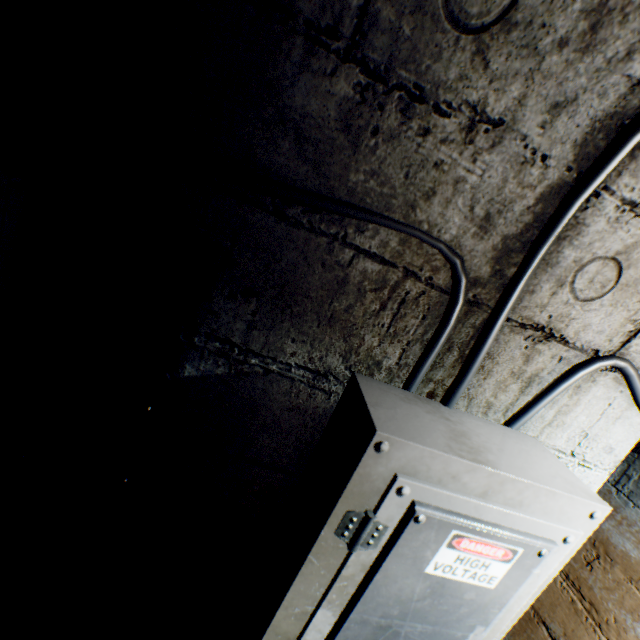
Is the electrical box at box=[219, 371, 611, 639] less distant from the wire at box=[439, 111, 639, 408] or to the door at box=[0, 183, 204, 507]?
the wire at box=[439, 111, 639, 408]

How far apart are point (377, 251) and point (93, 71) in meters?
0.6 m

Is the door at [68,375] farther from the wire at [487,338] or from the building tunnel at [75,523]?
the wire at [487,338]

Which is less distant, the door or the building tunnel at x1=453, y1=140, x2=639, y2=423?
the building tunnel at x1=453, y1=140, x2=639, y2=423

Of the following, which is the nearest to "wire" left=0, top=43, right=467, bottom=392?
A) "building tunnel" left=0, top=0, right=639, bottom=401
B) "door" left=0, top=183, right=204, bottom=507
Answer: "building tunnel" left=0, top=0, right=639, bottom=401

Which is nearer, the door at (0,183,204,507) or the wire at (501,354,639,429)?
the wire at (501,354,639,429)

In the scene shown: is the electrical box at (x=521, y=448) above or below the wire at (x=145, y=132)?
below
